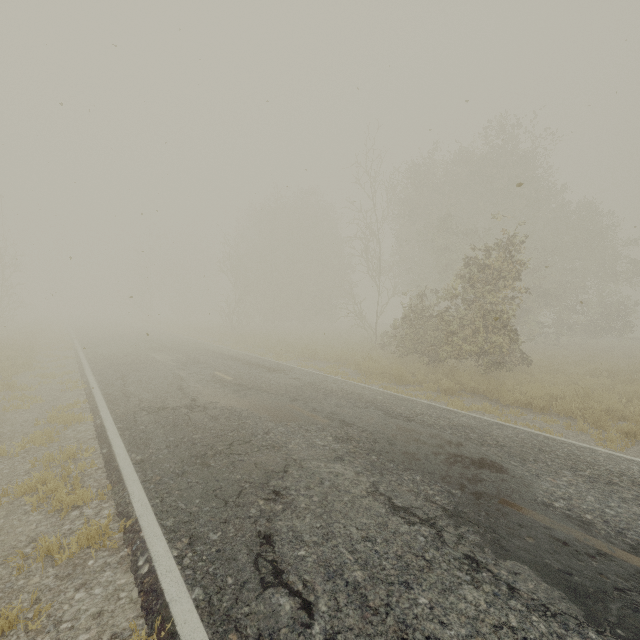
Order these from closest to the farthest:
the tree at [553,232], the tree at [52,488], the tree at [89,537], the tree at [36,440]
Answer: the tree at [89,537] < the tree at [52,488] < the tree at [36,440] < the tree at [553,232]

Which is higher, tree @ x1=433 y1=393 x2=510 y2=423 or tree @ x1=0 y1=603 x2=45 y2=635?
tree @ x1=433 y1=393 x2=510 y2=423

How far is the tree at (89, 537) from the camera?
3.36m

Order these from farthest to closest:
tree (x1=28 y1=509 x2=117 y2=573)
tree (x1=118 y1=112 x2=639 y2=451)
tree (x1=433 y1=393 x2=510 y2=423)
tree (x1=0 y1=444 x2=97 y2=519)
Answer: tree (x1=118 y1=112 x2=639 y2=451), tree (x1=433 y1=393 x2=510 y2=423), tree (x1=0 y1=444 x2=97 y2=519), tree (x1=28 y1=509 x2=117 y2=573)

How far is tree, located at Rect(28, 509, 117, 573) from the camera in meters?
3.4

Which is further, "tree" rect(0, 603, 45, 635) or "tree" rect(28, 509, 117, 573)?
"tree" rect(28, 509, 117, 573)

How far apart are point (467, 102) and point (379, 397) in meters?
7.4 m
